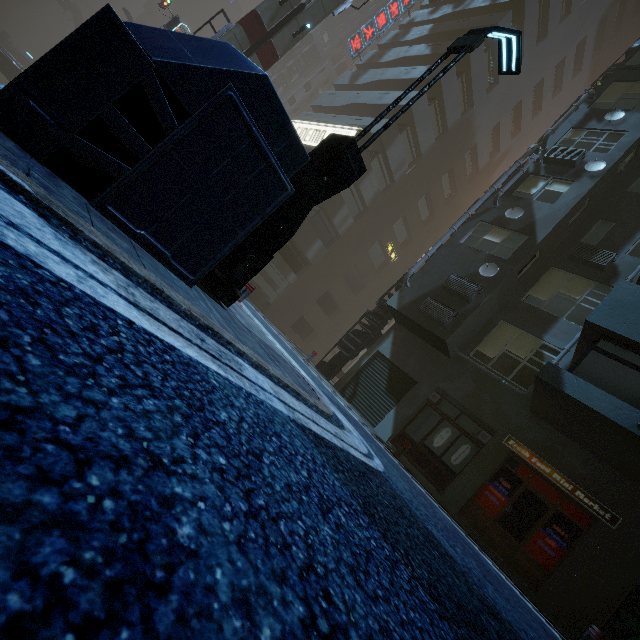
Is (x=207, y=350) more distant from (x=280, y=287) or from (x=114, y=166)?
(x=280, y=287)

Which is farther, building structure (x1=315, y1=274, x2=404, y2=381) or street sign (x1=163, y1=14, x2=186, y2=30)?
street sign (x1=163, y1=14, x2=186, y2=30)

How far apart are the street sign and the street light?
21.3 meters

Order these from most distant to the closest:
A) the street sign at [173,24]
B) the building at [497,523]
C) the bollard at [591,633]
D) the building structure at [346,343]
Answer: the street sign at [173,24]
the building structure at [346,343]
the bollard at [591,633]
the building at [497,523]

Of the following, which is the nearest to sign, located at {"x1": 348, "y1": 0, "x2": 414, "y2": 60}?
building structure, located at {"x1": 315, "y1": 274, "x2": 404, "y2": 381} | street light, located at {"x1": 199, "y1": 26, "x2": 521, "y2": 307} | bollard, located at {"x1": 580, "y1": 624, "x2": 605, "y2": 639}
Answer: building structure, located at {"x1": 315, "y1": 274, "x2": 404, "y2": 381}

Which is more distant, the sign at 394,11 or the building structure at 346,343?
the sign at 394,11

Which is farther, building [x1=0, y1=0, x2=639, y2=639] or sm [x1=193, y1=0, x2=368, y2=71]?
sm [x1=193, y1=0, x2=368, y2=71]

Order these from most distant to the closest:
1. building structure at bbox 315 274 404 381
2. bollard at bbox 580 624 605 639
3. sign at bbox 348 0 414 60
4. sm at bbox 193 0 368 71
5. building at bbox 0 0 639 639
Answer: sign at bbox 348 0 414 60
sm at bbox 193 0 368 71
building structure at bbox 315 274 404 381
bollard at bbox 580 624 605 639
building at bbox 0 0 639 639
